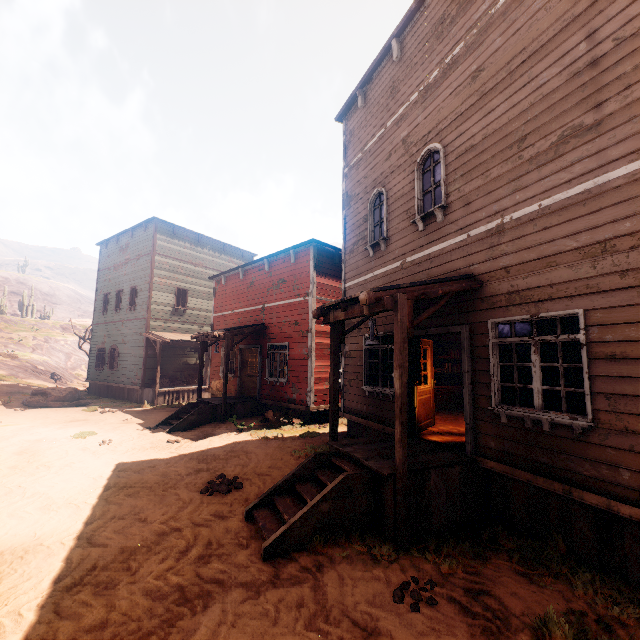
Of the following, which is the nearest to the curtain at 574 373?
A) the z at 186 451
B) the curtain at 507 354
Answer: the curtain at 507 354

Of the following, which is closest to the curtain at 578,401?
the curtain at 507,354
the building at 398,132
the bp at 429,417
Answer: the building at 398,132

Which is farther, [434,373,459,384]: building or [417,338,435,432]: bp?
[434,373,459,384]: building

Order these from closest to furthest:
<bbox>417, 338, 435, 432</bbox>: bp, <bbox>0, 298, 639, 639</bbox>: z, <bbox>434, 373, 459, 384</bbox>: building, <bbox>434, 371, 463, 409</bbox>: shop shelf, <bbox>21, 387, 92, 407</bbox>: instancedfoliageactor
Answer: <bbox>0, 298, 639, 639</bbox>: z → <bbox>417, 338, 435, 432</bbox>: bp → <bbox>434, 371, 463, 409</bbox>: shop shelf → <bbox>434, 373, 459, 384</bbox>: building → <bbox>21, 387, 92, 407</bbox>: instancedfoliageactor

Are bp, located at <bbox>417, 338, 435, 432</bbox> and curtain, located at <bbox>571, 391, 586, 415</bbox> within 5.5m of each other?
yes

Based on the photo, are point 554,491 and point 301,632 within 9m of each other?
yes

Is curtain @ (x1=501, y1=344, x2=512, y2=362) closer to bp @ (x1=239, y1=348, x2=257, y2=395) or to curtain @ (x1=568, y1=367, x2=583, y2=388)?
curtain @ (x1=568, y1=367, x2=583, y2=388)

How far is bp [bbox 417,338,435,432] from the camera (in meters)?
7.54
